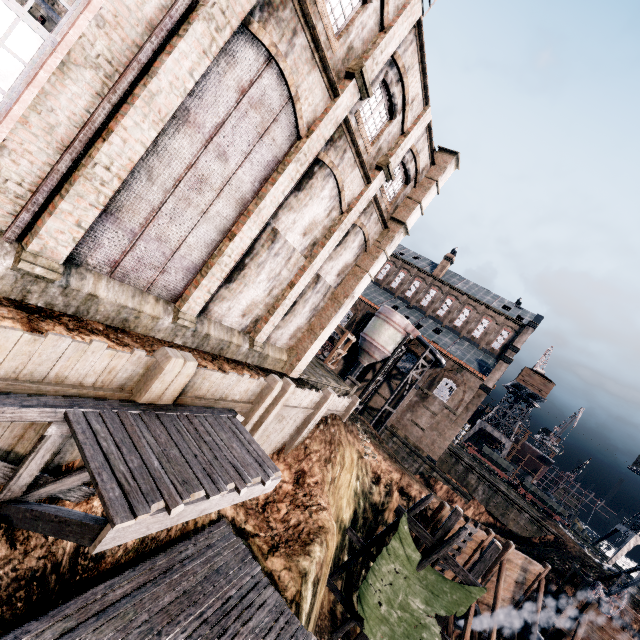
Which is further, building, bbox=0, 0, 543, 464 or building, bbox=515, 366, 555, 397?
building, bbox=515, 366, 555, 397

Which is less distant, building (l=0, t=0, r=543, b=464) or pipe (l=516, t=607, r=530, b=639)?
building (l=0, t=0, r=543, b=464)

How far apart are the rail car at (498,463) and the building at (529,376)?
12.8m

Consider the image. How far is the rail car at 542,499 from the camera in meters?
44.9

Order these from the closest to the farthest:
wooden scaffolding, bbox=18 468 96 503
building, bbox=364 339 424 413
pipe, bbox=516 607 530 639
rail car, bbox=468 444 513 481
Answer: wooden scaffolding, bbox=18 468 96 503, pipe, bbox=516 607 530 639, building, bbox=364 339 424 413, rail car, bbox=468 444 513 481

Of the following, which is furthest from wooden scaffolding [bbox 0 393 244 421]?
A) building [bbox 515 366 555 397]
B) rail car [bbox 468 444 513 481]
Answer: building [bbox 515 366 555 397]

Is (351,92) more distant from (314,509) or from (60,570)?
(314,509)

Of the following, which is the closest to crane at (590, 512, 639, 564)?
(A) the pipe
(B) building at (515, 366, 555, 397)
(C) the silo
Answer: (B) building at (515, 366, 555, 397)
